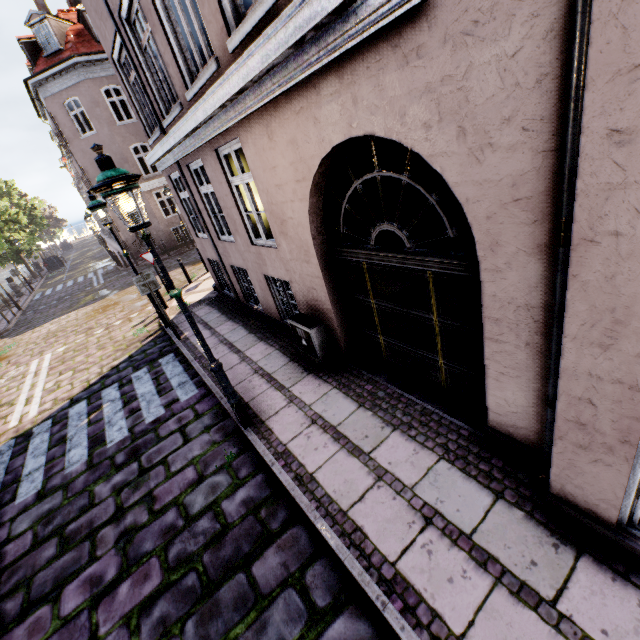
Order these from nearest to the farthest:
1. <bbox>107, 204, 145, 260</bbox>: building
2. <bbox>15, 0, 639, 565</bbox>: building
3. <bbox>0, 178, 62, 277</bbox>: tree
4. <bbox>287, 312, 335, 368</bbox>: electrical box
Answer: <bbox>15, 0, 639, 565</bbox>: building → <bbox>287, 312, 335, 368</bbox>: electrical box → <bbox>107, 204, 145, 260</bbox>: building → <bbox>0, 178, 62, 277</bbox>: tree

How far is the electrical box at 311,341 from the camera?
5.5 meters

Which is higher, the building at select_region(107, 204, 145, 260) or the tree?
the tree

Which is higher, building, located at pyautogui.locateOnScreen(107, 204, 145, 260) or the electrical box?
building, located at pyautogui.locateOnScreen(107, 204, 145, 260)

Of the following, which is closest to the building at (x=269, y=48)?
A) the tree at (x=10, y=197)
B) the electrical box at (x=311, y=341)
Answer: the electrical box at (x=311, y=341)

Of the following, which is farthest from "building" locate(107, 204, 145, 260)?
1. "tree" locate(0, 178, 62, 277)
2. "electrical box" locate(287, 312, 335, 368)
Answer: "tree" locate(0, 178, 62, 277)

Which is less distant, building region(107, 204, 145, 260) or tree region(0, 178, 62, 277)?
building region(107, 204, 145, 260)

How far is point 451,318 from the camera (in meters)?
3.60
